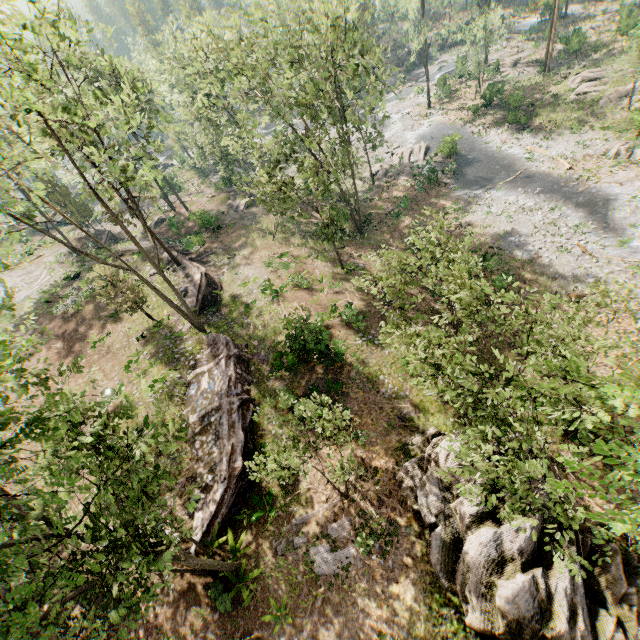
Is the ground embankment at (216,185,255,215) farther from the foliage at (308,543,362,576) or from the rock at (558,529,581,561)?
the foliage at (308,543,362,576)

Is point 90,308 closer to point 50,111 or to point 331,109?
point 50,111

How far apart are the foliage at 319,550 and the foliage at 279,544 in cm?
14

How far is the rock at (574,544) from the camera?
11.40m

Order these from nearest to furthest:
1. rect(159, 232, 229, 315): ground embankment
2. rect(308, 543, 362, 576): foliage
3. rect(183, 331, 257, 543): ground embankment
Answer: rect(308, 543, 362, 576): foliage, rect(183, 331, 257, 543): ground embankment, rect(159, 232, 229, 315): ground embankment

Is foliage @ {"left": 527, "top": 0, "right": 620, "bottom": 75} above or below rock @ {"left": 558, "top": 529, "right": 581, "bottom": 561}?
above

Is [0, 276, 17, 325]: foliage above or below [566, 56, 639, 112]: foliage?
above

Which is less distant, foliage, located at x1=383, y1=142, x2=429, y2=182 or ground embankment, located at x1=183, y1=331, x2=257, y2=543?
ground embankment, located at x1=183, y1=331, x2=257, y2=543
